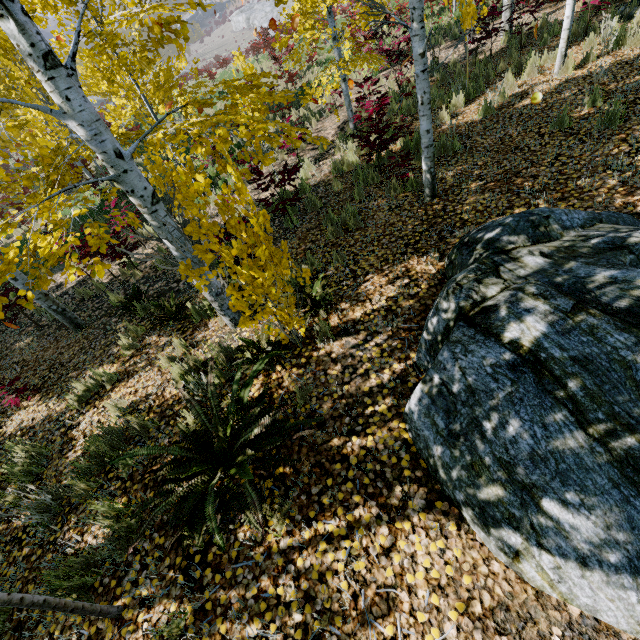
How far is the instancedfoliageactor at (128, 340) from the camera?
5.2m

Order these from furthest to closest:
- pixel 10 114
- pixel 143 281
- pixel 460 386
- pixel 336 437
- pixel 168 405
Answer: pixel 10 114 < pixel 143 281 < pixel 168 405 < pixel 336 437 < pixel 460 386

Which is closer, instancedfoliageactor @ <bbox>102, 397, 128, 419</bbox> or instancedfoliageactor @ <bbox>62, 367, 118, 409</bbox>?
instancedfoliageactor @ <bbox>102, 397, 128, 419</bbox>

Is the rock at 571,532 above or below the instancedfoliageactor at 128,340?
above

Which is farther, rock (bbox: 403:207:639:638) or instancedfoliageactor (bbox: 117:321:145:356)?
instancedfoliageactor (bbox: 117:321:145:356)
